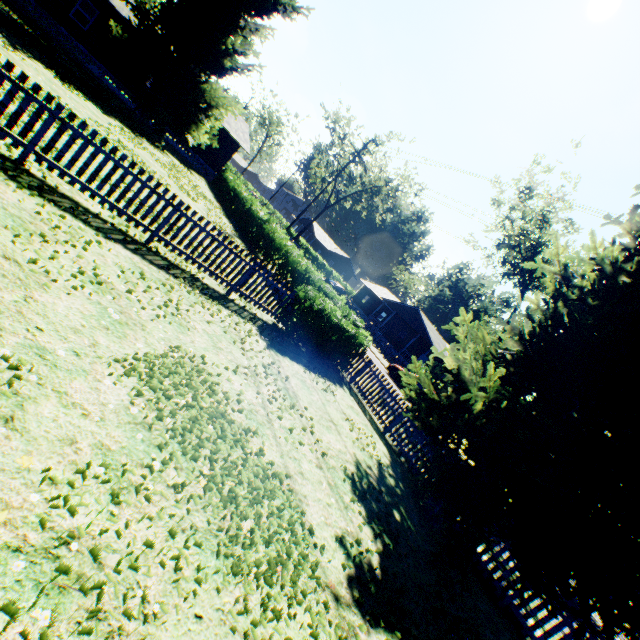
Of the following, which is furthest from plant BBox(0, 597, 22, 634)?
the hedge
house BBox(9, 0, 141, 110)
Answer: the hedge

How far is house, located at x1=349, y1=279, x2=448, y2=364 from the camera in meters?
39.1

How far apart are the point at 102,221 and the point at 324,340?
8.09m

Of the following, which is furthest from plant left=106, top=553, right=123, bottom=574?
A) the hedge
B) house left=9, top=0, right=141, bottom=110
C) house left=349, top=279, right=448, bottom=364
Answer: house left=349, top=279, right=448, bottom=364

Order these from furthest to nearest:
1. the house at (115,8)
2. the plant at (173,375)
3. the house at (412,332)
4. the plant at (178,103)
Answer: the house at (412,332) < the house at (115,8) < the plant at (178,103) < the plant at (173,375)

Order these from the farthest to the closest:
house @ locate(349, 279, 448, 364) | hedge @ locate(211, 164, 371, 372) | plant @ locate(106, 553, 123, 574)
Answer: house @ locate(349, 279, 448, 364), hedge @ locate(211, 164, 371, 372), plant @ locate(106, 553, 123, 574)

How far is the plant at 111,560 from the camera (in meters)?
2.46

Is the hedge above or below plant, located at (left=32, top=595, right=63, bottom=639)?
above
